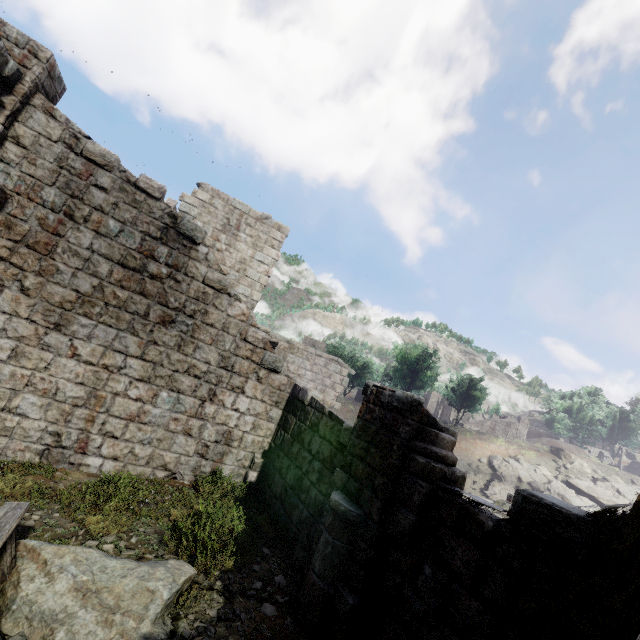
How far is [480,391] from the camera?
52.2 meters

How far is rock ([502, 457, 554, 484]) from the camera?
42.2m

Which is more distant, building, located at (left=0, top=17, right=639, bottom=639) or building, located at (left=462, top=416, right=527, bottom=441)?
building, located at (left=462, top=416, right=527, bottom=441)

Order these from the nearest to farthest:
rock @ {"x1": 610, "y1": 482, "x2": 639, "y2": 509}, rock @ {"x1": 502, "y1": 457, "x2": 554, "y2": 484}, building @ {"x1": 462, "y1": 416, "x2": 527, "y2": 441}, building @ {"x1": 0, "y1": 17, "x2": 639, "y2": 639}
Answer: building @ {"x1": 0, "y1": 17, "x2": 639, "y2": 639}
rock @ {"x1": 610, "y1": 482, "x2": 639, "y2": 509}
rock @ {"x1": 502, "y1": 457, "x2": 554, "y2": 484}
building @ {"x1": 462, "y1": 416, "x2": 527, "y2": 441}

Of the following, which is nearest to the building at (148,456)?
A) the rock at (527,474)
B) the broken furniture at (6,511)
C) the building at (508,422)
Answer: the broken furniture at (6,511)

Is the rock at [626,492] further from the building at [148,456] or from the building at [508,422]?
the building at [148,456]

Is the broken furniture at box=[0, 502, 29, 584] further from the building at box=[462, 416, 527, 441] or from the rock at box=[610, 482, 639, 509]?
the building at box=[462, 416, 527, 441]
